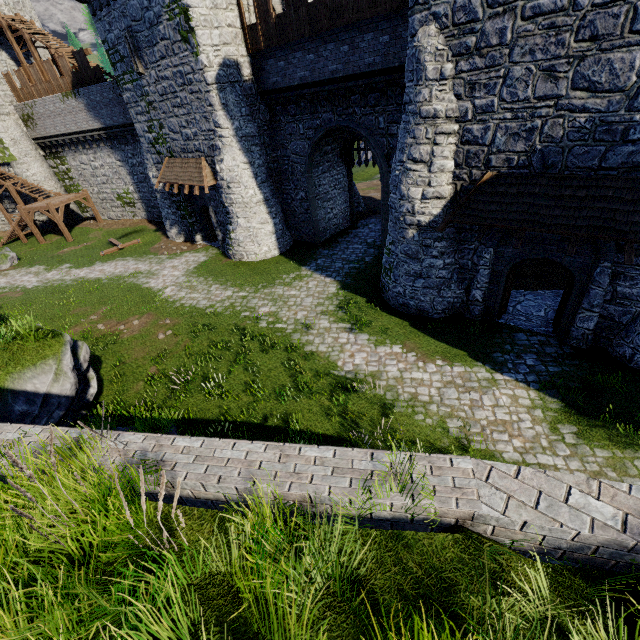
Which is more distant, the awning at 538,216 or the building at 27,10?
the building at 27,10

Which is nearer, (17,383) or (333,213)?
(17,383)

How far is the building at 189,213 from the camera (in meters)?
20.07

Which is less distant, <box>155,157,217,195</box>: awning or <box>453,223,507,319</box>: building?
<box>453,223,507,319</box>: building

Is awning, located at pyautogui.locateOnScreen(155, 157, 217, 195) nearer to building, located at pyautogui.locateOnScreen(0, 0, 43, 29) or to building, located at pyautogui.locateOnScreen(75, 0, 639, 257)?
building, located at pyautogui.locateOnScreen(75, 0, 639, 257)

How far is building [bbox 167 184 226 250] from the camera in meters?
20.1

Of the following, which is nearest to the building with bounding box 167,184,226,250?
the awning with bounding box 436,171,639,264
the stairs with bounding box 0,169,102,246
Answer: the awning with bounding box 436,171,639,264
